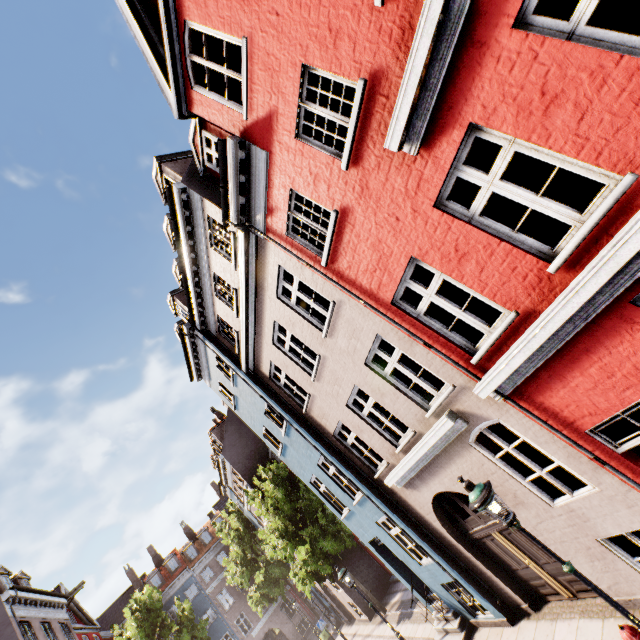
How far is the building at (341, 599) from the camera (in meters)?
18.81

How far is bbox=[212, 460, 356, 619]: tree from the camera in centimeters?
1726cm

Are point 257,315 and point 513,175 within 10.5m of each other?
no

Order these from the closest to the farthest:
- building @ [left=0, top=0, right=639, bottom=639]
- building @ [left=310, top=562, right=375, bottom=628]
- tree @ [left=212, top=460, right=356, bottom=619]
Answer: building @ [left=0, top=0, right=639, bottom=639] < tree @ [left=212, top=460, right=356, bottom=619] < building @ [left=310, top=562, right=375, bottom=628]

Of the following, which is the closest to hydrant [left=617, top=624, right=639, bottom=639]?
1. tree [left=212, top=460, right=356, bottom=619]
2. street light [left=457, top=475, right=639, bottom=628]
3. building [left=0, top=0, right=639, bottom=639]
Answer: street light [left=457, top=475, right=639, bottom=628]

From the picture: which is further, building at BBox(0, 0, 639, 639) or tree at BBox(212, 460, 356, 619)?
tree at BBox(212, 460, 356, 619)

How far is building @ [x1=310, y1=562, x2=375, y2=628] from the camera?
18.8 meters

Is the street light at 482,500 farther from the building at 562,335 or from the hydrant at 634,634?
the building at 562,335
